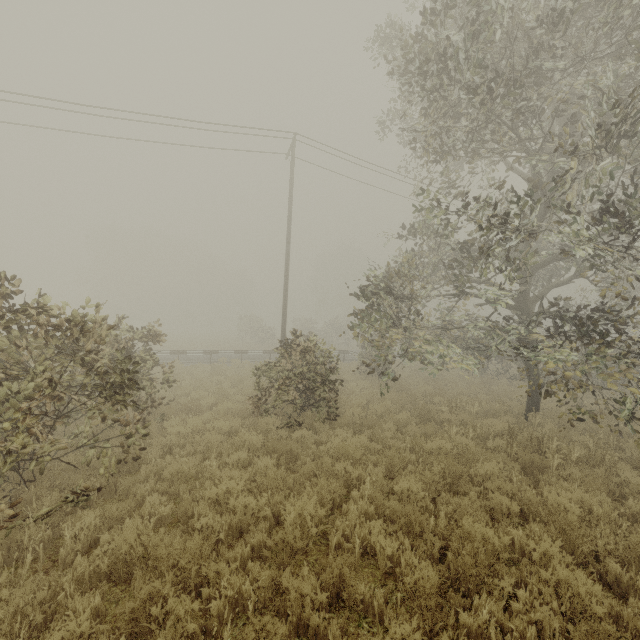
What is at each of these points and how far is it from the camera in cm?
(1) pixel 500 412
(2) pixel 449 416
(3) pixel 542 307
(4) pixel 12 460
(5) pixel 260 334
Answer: (1) tree, 1112
(2) tree, 1005
(3) tree, 848
(4) tree, 436
(5) tree, 3438

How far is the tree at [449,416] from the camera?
8.22m

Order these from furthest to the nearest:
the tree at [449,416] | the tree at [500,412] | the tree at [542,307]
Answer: the tree at [500,412], the tree at [449,416], the tree at [542,307]

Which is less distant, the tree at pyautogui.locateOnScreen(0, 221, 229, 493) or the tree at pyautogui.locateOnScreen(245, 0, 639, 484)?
the tree at pyautogui.locateOnScreen(0, 221, 229, 493)

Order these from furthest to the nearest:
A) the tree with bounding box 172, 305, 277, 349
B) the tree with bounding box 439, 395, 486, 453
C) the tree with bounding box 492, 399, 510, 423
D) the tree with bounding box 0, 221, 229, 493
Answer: the tree with bounding box 172, 305, 277, 349, the tree with bounding box 492, 399, 510, 423, the tree with bounding box 439, 395, 486, 453, the tree with bounding box 0, 221, 229, 493

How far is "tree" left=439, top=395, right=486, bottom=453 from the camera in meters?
8.2 m
